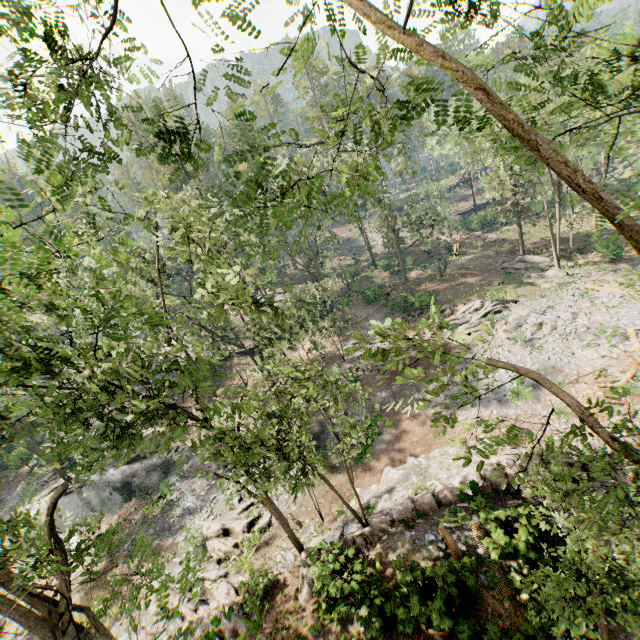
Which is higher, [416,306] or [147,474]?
[416,306]

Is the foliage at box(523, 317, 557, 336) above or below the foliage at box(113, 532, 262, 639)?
below

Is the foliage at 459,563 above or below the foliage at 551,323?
above

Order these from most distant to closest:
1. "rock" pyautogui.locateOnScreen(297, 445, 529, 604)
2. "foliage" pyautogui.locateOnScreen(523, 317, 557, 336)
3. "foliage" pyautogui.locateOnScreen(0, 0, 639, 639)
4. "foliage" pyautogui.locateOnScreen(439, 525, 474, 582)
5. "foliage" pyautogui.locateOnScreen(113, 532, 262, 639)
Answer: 1. "foliage" pyautogui.locateOnScreen(523, 317, 557, 336)
2. "rock" pyautogui.locateOnScreen(297, 445, 529, 604)
3. "foliage" pyautogui.locateOnScreen(439, 525, 474, 582)
4. "foliage" pyautogui.locateOnScreen(113, 532, 262, 639)
5. "foliage" pyautogui.locateOnScreen(0, 0, 639, 639)

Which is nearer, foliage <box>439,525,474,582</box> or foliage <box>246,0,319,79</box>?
foliage <box>246,0,319,79</box>

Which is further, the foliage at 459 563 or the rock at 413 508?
the rock at 413 508

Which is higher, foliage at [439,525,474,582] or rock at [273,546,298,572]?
foliage at [439,525,474,582]

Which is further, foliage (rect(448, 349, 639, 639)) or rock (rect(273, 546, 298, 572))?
rock (rect(273, 546, 298, 572))
